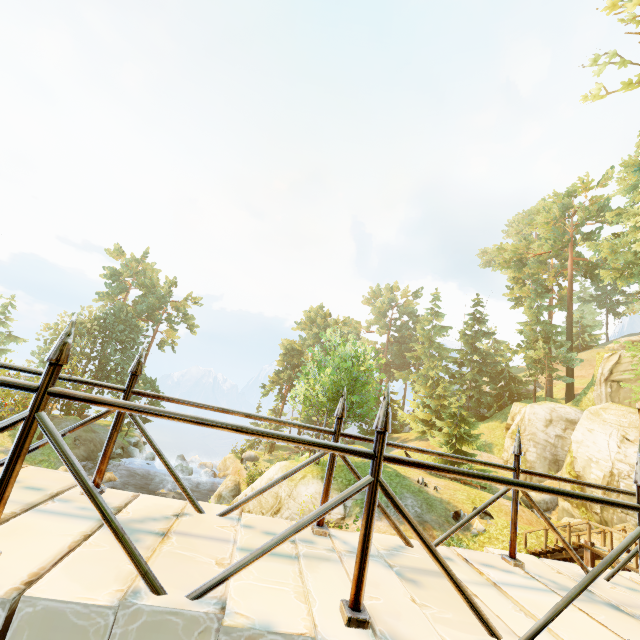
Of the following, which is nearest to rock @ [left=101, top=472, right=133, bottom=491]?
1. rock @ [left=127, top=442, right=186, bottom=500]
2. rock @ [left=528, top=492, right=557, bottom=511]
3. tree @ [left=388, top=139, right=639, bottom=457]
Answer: rock @ [left=127, top=442, right=186, bottom=500]

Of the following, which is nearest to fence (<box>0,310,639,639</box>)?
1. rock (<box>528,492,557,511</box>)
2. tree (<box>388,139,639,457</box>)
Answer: tree (<box>388,139,639,457</box>)

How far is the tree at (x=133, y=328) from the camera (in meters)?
40.12

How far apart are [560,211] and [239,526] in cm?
4582

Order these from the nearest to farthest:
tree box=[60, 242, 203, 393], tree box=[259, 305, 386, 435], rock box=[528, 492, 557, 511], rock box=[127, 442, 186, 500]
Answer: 1. tree box=[259, 305, 386, 435]
2. rock box=[528, 492, 557, 511]
3. rock box=[127, 442, 186, 500]
4. tree box=[60, 242, 203, 393]

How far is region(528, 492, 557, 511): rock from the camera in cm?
2191

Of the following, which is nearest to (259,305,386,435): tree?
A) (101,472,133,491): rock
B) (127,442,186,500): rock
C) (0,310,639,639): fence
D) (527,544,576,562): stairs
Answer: (0,310,639,639): fence

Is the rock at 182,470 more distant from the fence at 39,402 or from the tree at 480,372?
the fence at 39,402
